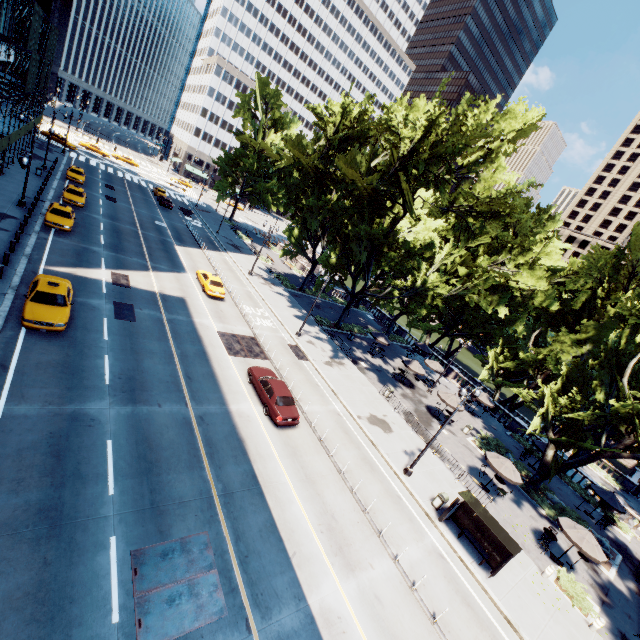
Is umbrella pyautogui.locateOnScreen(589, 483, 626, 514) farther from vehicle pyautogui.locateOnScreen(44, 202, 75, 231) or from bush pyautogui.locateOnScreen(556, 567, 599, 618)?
vehicle pyautogui.locateOnScreen(44, 202, 75, 231)

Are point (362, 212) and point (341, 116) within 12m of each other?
yes

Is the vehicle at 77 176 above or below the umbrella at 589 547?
below

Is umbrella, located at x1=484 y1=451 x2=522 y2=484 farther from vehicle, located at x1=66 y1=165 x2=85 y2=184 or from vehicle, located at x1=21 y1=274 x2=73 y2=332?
vehicle, located at x1=66 y1=165 x2=85 y2=184

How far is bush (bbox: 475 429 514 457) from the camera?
30.1m

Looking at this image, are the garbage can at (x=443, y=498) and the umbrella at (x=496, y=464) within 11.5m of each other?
yes

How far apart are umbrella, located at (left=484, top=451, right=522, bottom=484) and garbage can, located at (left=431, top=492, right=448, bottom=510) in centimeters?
586cm

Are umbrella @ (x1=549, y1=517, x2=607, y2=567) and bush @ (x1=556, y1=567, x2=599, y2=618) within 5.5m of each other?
yes
